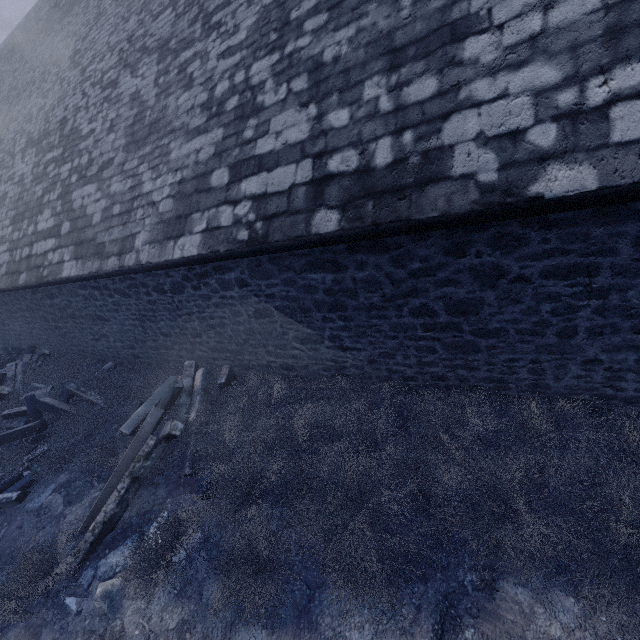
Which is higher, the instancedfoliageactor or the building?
the building

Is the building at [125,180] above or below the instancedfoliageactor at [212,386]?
above

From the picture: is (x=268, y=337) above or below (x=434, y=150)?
below
